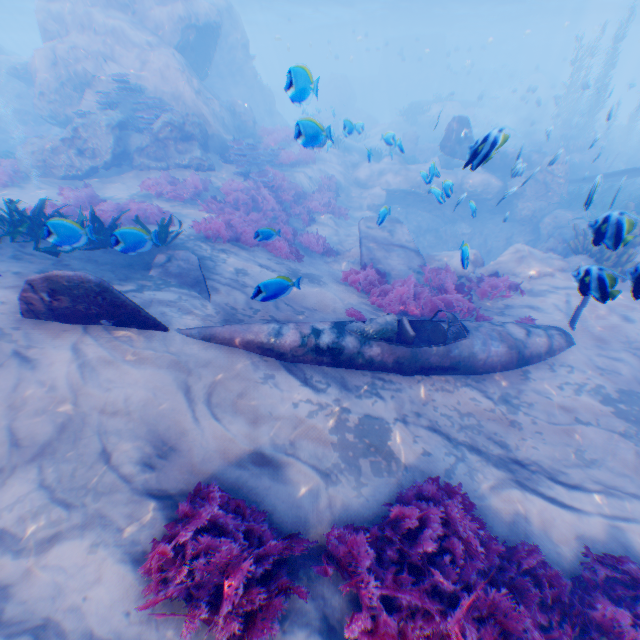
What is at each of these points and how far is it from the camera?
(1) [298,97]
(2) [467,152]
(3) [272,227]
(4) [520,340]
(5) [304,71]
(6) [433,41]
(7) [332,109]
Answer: (1) submarine, 4.1m
(2) plane, 5.2m
(3) instancedfoliageactor, 11.9m
(4) plane, 6.9m
(5) light, 3.9m
(6) submarine, 48.5m
(7) rock, 36.9m

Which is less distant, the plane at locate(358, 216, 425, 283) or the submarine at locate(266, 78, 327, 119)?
the submarine at locate(266, 78, 327, 119)

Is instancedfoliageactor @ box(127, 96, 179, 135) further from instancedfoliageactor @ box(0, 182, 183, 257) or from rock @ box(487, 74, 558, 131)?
instancedfoliageactor @ box(0, 182, 183, 257)

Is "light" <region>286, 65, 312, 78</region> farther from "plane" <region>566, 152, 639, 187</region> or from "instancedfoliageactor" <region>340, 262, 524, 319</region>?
"plane" <region>566, 152, 639, 187</region>

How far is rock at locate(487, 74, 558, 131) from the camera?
27.1m

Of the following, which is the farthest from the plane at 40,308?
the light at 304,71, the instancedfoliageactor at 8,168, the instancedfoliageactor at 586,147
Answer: the instancedfoliageactor at 8,168

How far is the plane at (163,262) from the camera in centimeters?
655cm

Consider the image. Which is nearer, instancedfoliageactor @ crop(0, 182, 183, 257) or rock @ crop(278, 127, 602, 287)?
instancedfoliageactor @ crop(0, 182, 183, 257)
